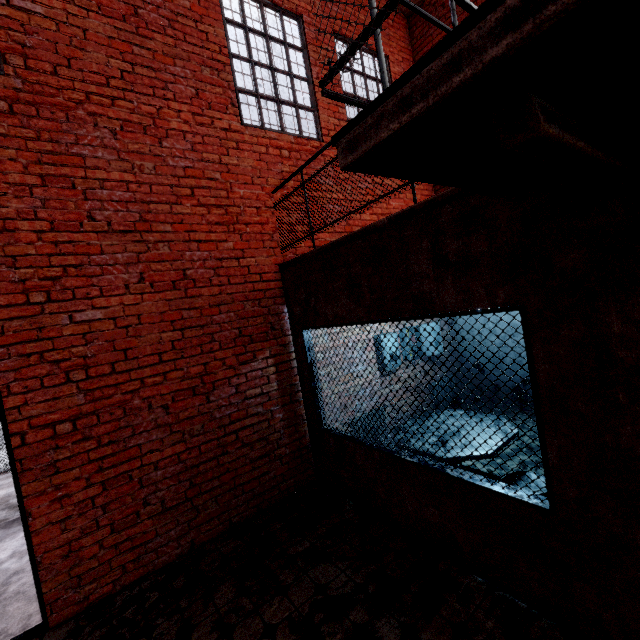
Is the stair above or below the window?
below

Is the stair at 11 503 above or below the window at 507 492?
below

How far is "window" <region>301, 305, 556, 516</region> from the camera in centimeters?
209cm

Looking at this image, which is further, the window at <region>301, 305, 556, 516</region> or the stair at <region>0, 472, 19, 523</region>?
the stair at <region>0, 472, 19, 523</region>

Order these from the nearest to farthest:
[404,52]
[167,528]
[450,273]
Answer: [450,273] < [167,528] < [404,52]

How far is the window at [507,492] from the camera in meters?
2.1
